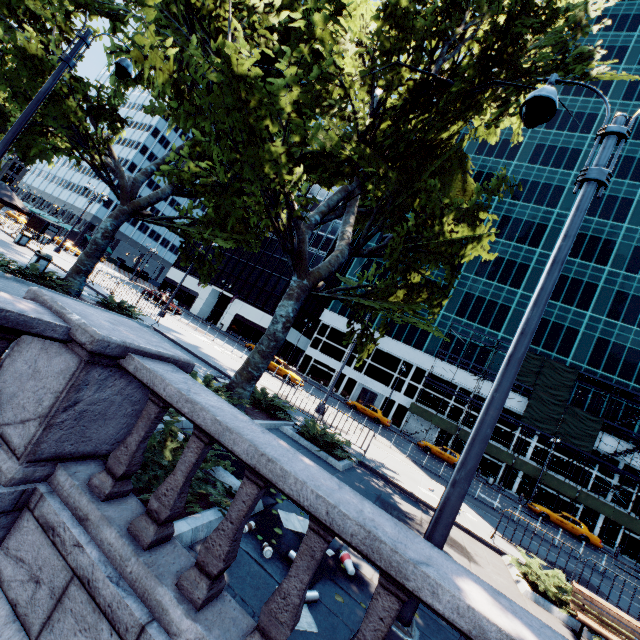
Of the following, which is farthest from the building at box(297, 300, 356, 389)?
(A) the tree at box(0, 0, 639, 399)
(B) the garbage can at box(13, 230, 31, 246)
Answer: (B) the garbage can at box(13, 230, 31, 246)

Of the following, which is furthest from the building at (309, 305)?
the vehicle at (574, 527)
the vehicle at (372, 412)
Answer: the vehicle at (574, 527)

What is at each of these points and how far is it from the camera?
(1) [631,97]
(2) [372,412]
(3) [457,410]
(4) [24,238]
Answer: (1) building, 47.1m
(2) vehicle, 35.4m
(3) building, 41.8m
(4) garbage can, 22.3m

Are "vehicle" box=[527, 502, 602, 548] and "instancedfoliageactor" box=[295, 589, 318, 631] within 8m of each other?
no

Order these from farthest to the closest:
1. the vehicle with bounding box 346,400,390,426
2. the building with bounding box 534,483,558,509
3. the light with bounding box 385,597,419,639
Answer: the building with bounding box 534,483,558,509, the vehicle with bounding box 346,400,390,426, the light with bounding box 385,597,419,639

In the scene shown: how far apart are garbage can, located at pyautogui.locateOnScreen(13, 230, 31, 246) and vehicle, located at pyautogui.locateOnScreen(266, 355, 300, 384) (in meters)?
17.72

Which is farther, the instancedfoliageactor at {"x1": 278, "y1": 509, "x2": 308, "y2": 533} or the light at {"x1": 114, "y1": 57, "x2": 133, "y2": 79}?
the light at {"x1": 114, "y1": 57, "x2": 133, "y2": 79}

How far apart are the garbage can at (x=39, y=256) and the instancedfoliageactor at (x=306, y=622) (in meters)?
17.86
